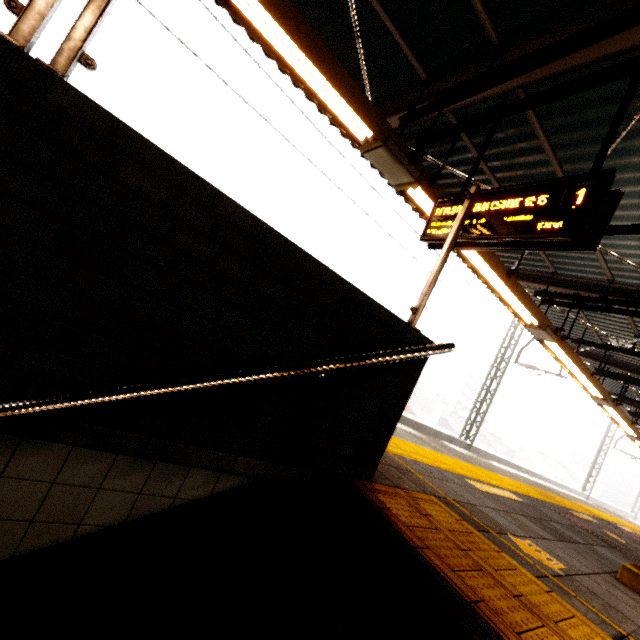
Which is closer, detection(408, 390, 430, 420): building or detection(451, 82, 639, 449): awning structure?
detection(451, 82, 639, 449): awning structure

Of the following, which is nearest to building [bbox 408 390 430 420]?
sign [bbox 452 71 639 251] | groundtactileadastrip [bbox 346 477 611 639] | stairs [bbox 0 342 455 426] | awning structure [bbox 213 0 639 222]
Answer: awning structure [bbox 213 0 639 222]

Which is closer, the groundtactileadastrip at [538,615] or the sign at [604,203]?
the groundtactileadastrip at [538,615]

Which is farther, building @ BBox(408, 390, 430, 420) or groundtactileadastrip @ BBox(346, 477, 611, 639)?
building @ BBox(408, 390, 430, 420)

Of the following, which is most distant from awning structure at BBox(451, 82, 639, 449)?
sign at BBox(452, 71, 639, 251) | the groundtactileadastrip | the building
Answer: the building

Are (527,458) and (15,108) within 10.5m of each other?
no

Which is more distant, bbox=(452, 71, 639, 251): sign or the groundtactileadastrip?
bbox=(452, 71, 639, 251): sign

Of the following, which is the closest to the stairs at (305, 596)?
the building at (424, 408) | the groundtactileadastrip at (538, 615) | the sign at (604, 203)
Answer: the groundtactileadastrip at (538, 615)
